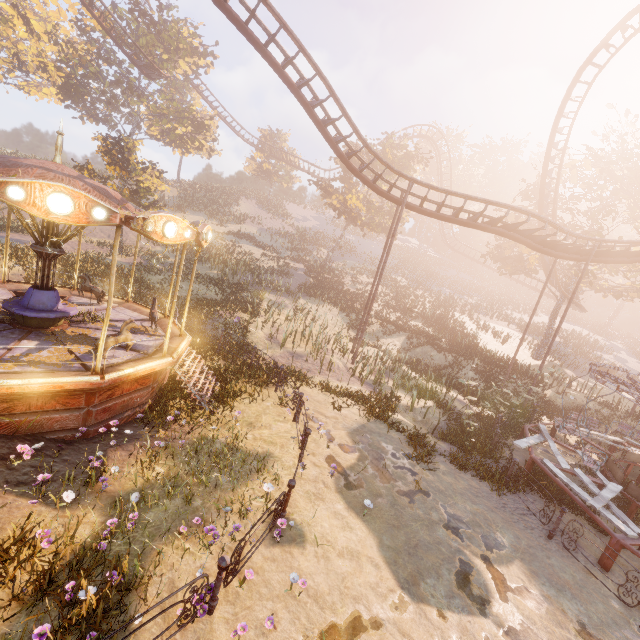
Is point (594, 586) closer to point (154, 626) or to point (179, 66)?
point (154, 626)

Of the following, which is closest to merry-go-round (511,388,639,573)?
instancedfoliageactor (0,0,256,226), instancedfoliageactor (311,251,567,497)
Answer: instancedfoliageactor (311,251,567,497)

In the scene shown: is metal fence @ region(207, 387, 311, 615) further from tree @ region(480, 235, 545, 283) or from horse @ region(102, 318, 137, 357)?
tree @ region(480, 235, 545, 283)

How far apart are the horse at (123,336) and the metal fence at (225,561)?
4.85m

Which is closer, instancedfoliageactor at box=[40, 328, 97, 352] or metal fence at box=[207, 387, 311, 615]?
metal fence at box=[207, 387, 311, 615]

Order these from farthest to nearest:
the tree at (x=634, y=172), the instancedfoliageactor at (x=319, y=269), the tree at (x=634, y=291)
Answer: the tree at (x=634, y=291) < the tree at (x=634, y=172) < the instancedfoliageactor at (x=319, y=269)

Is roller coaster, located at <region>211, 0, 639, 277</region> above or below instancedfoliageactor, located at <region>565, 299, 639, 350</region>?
above

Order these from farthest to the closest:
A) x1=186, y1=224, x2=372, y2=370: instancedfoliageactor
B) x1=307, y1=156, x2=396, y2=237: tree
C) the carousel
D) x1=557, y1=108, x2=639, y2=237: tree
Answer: x1=307, y1=156, x2=396, y2=237: tree → x1=557, y1=108, x2=639, y2=237: tree → x1=186, y1=224, x2=372, y2=370: instancedfoliageactor → the carousel
